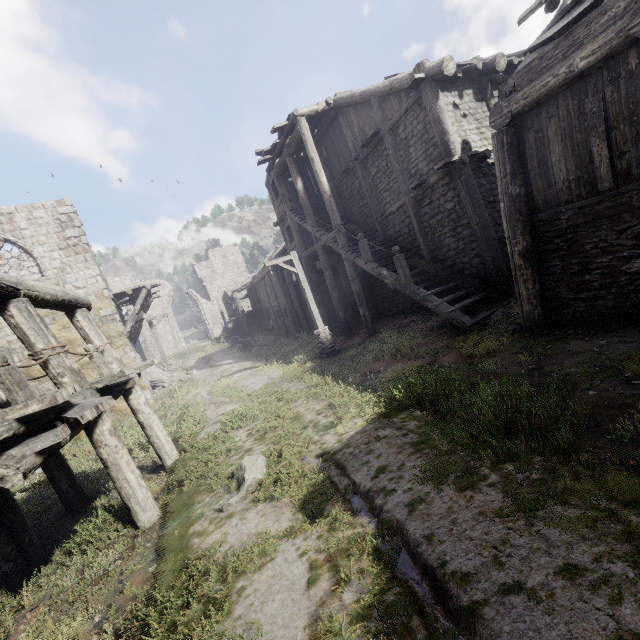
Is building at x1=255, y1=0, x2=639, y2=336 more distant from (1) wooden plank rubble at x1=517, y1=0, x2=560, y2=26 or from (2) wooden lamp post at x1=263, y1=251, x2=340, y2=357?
(2) wooden lamp post at x1=263, y1=251, x2=340, y2=357

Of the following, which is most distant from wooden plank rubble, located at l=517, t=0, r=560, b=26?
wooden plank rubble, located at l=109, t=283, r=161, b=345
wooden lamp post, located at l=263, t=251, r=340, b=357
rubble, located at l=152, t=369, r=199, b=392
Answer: rubble, located at l=152, t=369, r=199, b=392

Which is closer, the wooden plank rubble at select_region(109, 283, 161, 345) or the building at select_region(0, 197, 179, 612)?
the building at select_region(0, 197, 179, 612)

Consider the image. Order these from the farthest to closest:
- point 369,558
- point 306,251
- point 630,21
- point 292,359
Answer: point 306,251
point 292,359
point 630,21
point 369,558

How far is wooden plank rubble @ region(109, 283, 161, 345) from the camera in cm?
1697

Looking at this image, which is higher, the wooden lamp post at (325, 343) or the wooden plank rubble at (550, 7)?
the wooden plank rubble at (550, 7)

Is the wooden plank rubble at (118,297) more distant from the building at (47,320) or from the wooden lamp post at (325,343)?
the wooden lamp post at (325,343)
